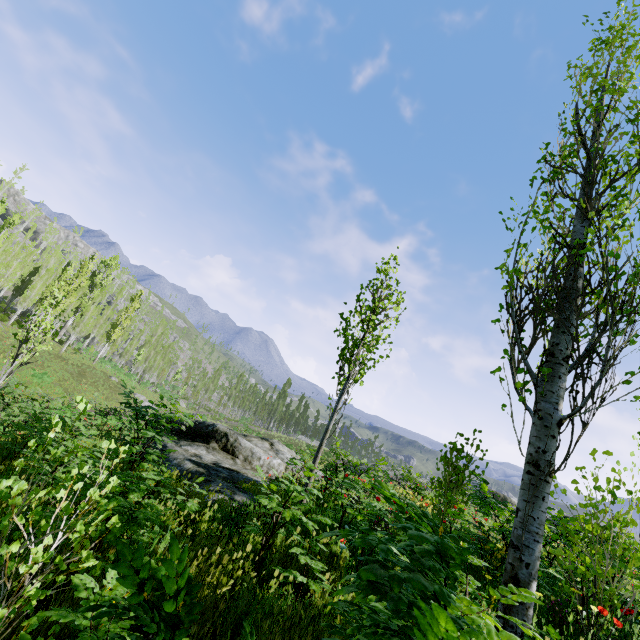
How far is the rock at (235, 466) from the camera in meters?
7.1 m

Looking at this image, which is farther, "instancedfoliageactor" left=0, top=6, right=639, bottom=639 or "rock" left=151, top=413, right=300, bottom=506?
"rock" left=151, top=413, right=300, bottom=506

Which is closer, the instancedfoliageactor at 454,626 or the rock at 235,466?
the instancedfoliageactor at 454,626

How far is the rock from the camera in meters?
7.1

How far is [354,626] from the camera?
1.0 meters
